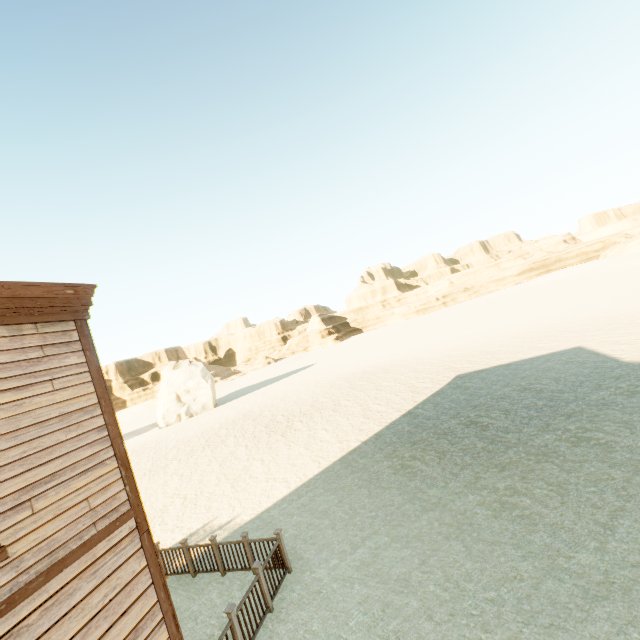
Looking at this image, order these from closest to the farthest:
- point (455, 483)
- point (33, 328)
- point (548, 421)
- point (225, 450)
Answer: point (33, 328)
point (455, 483)
point (548, 421)
point (225, 450)

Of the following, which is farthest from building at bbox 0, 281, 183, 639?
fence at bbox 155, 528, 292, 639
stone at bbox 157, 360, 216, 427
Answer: stone at bbox 157, 360, 216, 427

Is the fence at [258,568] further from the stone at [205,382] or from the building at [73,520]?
the stone at [205,382]

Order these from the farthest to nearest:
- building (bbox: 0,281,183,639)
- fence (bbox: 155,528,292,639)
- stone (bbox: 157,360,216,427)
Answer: stone (bbox: 157,360,216,427) < fence (bbox: 155,528,292,639) < building (bbox: 0,281,183,639)

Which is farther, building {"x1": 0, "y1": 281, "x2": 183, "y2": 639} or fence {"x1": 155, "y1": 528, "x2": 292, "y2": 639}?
fence {"x1": 155, "y1": 528, "x2": 292, "y2": 639}

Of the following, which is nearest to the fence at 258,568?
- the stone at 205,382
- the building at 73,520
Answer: the building at 73,520

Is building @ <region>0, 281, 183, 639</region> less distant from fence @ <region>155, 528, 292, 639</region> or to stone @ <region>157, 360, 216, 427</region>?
fence @ <region>155, 528, 292, 639</region>
